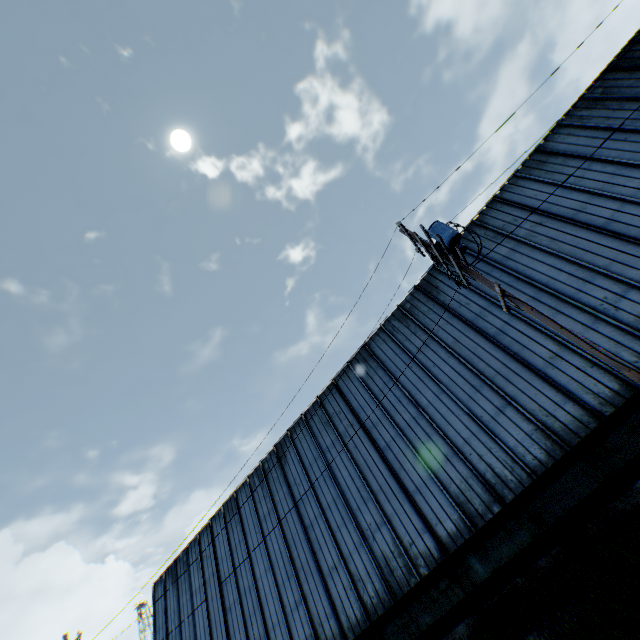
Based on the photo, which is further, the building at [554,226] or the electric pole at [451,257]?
the building at [554,226]

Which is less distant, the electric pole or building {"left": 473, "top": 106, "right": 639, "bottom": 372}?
the electric pole

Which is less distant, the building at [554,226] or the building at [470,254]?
the building at [554,226]

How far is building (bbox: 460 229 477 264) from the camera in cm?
1587

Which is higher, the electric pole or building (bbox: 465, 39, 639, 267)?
building (bbox: 465, 39, 639, 267)

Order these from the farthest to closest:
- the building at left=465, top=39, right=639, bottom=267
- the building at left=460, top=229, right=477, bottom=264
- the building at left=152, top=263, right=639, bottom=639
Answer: the building at left=460, top=229, right=477, bottom=264, the building at left=465, top=39, right=639, bottom=267, the building at left=152, top=263, right=639, bottom=639

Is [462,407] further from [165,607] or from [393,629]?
[165,607]

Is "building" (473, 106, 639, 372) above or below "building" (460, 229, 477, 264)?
below
